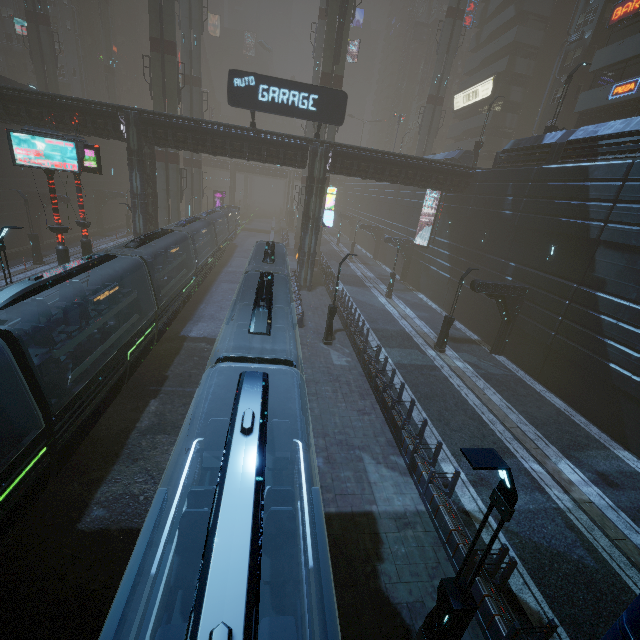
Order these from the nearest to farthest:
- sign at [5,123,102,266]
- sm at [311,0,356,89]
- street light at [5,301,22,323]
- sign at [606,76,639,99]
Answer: street light at [5,301,22,323]
sign at [5,123,102,266]
sign at [606,76,639,99]
sm at [311,0,356,89]

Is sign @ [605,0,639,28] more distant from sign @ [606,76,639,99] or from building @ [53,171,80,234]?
sign @ [606,76,639,99]

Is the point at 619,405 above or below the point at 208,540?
below

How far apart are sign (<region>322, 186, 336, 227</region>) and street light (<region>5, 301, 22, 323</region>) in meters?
19.0

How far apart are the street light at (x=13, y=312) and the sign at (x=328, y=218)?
19.0m

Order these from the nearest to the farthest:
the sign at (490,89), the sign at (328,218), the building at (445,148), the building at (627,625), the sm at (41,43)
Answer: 1. the building at (627,625)
2. the sign at (328,218)
3. the building at (445,148)
4. the sm at (41,43)
5. the sign at (490,89)

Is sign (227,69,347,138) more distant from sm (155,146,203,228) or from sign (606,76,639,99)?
sign (606,76,639,99)

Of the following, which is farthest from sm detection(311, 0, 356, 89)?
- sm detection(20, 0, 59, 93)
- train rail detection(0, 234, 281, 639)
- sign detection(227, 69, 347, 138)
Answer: sm detection(20, 0, 59, 93)
